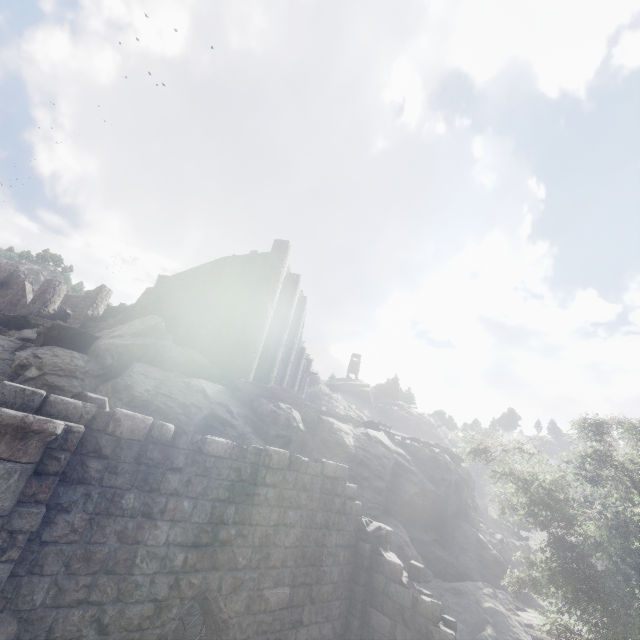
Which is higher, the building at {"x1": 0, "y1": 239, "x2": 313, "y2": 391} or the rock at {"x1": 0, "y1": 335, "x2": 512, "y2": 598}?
the building at {"x1": 0, "y1": 239, "x2": 313, "y2": 391}

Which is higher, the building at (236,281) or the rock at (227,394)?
the building at (236,281)

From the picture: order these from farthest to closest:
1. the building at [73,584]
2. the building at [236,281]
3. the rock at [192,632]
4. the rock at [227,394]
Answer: the building at [236,281] < the rock at [227,394] < the rock at [192,632] < the building at [73,584]

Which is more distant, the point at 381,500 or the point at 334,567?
the point at 381,500

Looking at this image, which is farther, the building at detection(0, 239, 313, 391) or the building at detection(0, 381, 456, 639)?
the building at detection(0, 239, 313, 391)

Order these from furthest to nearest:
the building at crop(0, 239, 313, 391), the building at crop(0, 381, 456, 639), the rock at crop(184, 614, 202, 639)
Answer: the building at crop(0, 239, 313, 391) → the rock at crop(184, 614, 202, 639) → the building at crop(0, 381, 456, 639)

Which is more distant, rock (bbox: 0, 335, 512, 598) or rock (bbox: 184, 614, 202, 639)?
rock (bbox: 0, 335, 512, 598)
